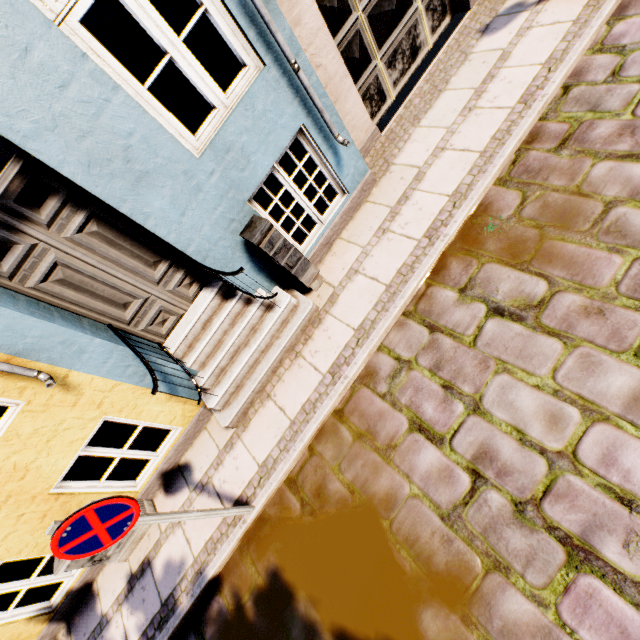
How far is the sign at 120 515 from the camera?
2.2m

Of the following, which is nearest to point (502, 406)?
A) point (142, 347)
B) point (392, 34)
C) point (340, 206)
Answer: point (340, 206)

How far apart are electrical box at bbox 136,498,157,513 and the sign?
1.7m

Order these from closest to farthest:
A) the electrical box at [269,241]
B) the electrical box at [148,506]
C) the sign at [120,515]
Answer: the sign at [120,515], the electrical box at [269,241], the electrical box at [148,506]

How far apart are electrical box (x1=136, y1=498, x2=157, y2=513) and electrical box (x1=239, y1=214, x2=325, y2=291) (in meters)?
3.69

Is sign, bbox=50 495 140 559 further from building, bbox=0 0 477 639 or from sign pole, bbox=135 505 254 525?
building, bbox=0 0 477 639

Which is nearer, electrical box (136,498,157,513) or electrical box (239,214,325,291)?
electrical box (239,214,325,291)

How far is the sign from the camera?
2.2 meters
